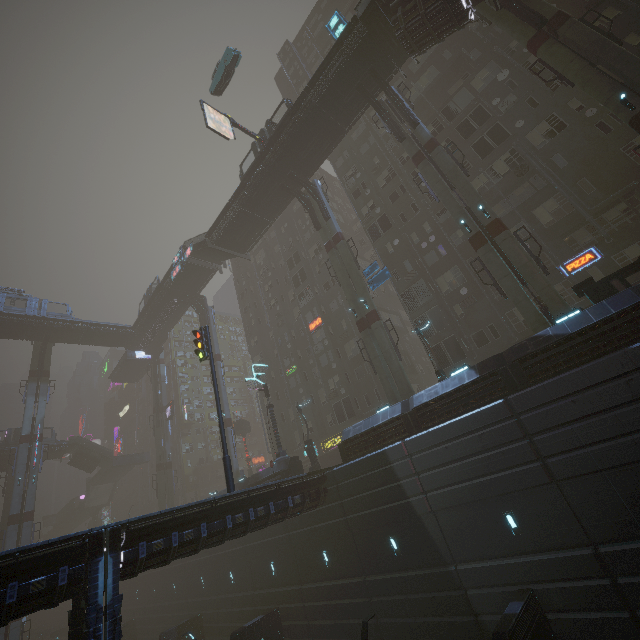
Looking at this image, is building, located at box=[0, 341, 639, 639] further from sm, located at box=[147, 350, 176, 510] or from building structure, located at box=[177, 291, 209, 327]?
building structure, located at box=[177, 291, 209, 327]

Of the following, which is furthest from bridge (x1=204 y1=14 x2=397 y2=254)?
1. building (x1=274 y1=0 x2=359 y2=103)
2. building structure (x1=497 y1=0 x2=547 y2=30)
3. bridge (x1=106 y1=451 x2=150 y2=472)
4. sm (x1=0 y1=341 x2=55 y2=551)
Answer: bridge (x1=106 y1=451 x2=150 y2=472)

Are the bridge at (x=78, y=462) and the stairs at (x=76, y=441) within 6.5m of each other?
yes

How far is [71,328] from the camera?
45.72m

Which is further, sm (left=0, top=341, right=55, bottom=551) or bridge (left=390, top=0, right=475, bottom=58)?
sm (left=0, top=341, right=55, bottom=551)

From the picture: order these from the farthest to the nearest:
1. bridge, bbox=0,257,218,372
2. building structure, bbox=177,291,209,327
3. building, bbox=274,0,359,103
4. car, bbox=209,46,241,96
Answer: building, bbox=274,0,359,103, building structure, bbox=177,291,209,327, bridge, bbox=0,257,218,372, car, bbox=209,46,241,96

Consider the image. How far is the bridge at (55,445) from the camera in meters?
50.7 m

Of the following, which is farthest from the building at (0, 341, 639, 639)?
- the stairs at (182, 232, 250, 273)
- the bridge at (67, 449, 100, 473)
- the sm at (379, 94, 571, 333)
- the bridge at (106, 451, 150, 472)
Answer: the bridge at (67, 449, 100, 473)
